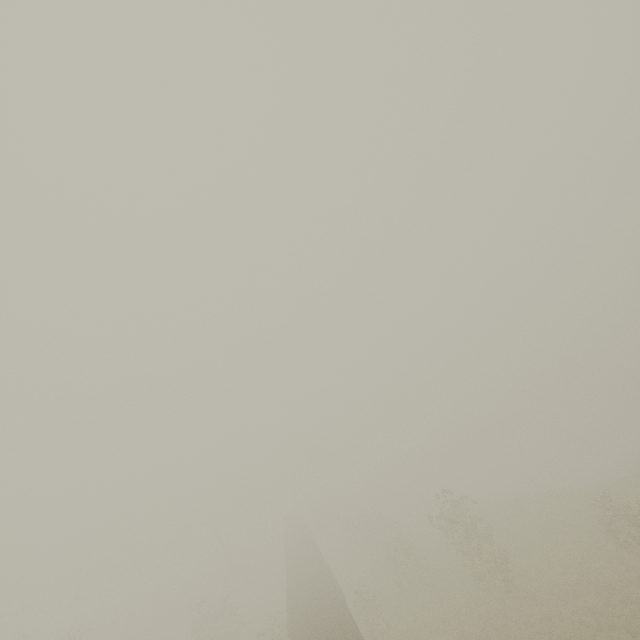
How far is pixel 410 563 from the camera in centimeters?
2745cm
